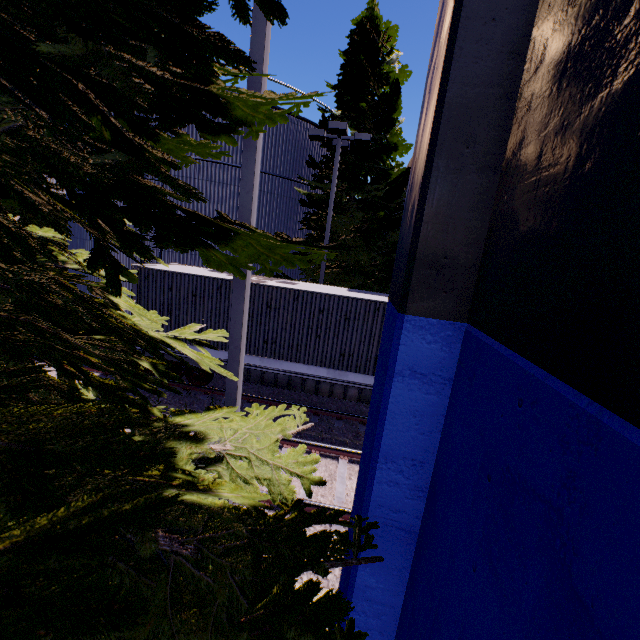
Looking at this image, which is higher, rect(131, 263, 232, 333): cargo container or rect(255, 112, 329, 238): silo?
rect(255, 112, 329, 238): silo

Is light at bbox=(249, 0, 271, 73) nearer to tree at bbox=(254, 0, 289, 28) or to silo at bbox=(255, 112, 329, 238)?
tree at bbox=(254, 0, 289, 28)

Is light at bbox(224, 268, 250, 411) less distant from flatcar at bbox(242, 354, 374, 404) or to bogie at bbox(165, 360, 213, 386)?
flatcar at bbox(242, 354, 374, 404)

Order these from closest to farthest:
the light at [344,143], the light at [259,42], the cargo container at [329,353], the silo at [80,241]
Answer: the light at [259,42]
the cargo container at [329,353]
the light at [344,143]
the silo at [80,241]

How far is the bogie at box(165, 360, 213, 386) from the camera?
10.9m

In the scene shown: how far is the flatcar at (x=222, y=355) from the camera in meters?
10.5 m

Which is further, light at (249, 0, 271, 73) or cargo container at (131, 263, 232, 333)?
cargo container at (131, 263, 232, 333)

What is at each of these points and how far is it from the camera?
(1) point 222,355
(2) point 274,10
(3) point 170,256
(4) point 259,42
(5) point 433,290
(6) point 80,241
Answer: (1) flatcar, 10.6m
(2) tree, 1.1m
(3) silo, 15.9m
(4) light, 3.6m
(5) building, 2.4m
(6) silo, 17.2m
